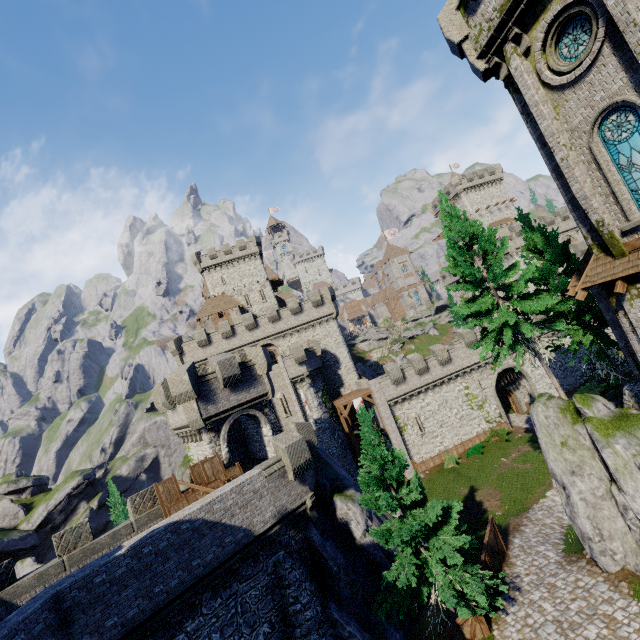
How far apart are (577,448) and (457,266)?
10.8m

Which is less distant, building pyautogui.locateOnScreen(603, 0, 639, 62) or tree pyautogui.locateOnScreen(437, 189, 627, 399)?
building pyautogui.locateOnScreen(603, 0, 639, 62)

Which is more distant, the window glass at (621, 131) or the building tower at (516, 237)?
the building tower at (516, 237)

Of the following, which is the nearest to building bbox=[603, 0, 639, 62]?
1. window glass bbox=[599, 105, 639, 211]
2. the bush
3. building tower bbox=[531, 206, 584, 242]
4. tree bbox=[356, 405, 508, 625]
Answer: window glass bbox=[599, 105, 639, 211]

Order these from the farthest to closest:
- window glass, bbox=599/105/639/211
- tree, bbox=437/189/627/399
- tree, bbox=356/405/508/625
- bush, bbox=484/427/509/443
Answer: bush, bbox=484/427/509/443
tree, bbox=437/189/627/399
tree, bbox=356/405/508/625
window glass, bbox=599/105/639/211

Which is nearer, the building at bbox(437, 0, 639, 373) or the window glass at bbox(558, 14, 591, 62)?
the window glass at bbox(558, 14, 591, 62)

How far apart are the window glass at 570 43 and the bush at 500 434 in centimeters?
3202cm

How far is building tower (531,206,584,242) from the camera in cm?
5078
